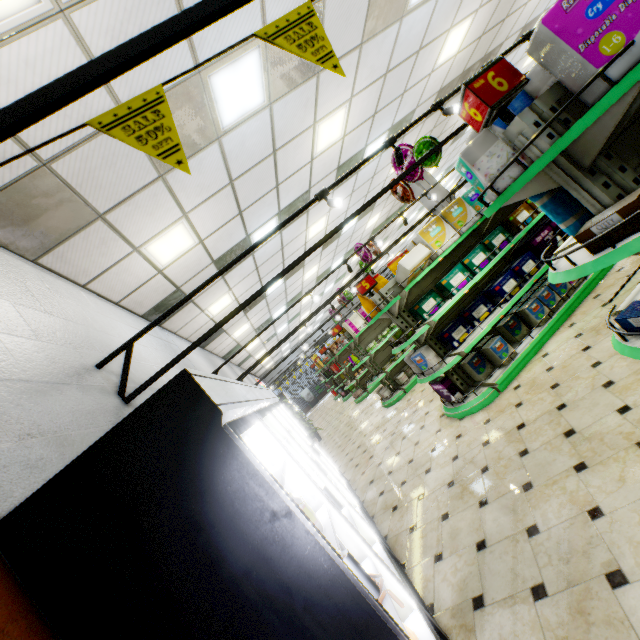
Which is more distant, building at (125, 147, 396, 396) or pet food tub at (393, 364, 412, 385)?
pet food tub at (393, 364, 412, 385)

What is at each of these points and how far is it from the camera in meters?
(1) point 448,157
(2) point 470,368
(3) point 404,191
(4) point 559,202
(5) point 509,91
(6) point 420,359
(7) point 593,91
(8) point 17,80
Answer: (1) building, 14.5
(2) diaper, 4.8
(3) foil balloon, 6.1
(4) paper towels, 2.2
(5) sign, 1.8
(6) diaper, 4.7
(7) diaper, 1.6
(8) building, 2.4

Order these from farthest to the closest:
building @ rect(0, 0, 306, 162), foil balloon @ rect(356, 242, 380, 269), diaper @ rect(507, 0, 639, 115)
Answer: foil balloon @ rect(356, 242, 380, 269) < building @ rect(0, 0, 306, 162) < diaper @ rect(507, 0, 639, 115)

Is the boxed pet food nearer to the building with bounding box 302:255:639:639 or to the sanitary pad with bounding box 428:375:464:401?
the building with bounding box 302:255:639:639

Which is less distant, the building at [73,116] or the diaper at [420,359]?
the building at [73,116]

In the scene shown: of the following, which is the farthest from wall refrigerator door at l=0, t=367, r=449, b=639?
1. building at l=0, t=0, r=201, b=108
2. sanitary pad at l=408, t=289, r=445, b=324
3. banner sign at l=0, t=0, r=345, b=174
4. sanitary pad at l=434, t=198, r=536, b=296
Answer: sanitary pad at l=434, t=198, r=536, b=296

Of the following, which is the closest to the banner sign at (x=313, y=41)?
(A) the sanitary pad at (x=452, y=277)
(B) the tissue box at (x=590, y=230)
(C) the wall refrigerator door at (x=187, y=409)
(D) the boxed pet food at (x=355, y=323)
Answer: (C) the wall refrigerator door at (x=187, y=409)

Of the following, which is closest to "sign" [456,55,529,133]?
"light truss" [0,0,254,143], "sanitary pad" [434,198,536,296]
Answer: "light truss" [0,0,254,143]
